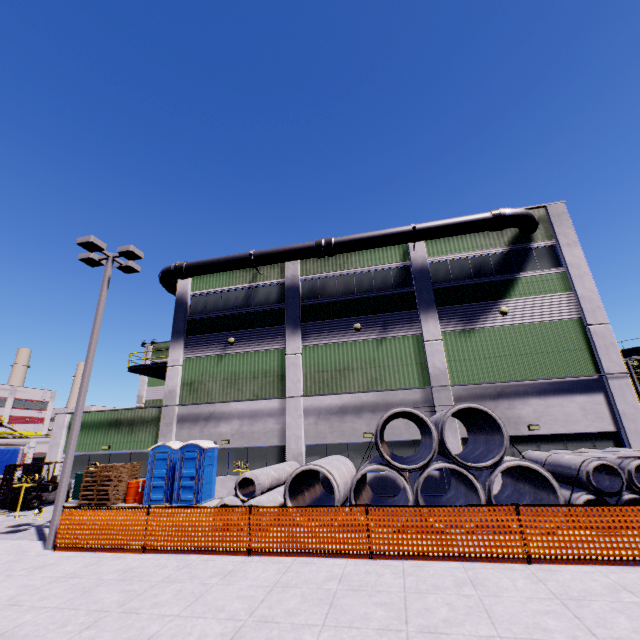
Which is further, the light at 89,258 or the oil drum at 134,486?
the oil drum at 134,486

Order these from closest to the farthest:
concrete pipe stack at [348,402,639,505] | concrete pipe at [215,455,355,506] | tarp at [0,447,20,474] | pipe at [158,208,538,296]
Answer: concrete pipe stack at [348,402,639,505] → concrete pipe at [215,455,355,506] → pipe at [158,208,538,296] → tarp at [0,447,20,474]

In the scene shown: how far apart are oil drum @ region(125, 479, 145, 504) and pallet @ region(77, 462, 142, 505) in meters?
0.2

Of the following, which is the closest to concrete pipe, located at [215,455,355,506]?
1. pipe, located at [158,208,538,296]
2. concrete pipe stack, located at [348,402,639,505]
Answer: concrete pipe stack, located at [348,402,639,505]

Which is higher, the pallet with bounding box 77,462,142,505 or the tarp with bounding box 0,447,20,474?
the tarp with bounding box 0,447,20,474

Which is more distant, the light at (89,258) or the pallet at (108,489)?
the pallet at (108,489)

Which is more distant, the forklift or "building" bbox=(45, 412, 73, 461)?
"building" bbox=(45, 412, 73, 461)

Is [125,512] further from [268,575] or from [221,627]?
[221,627]
